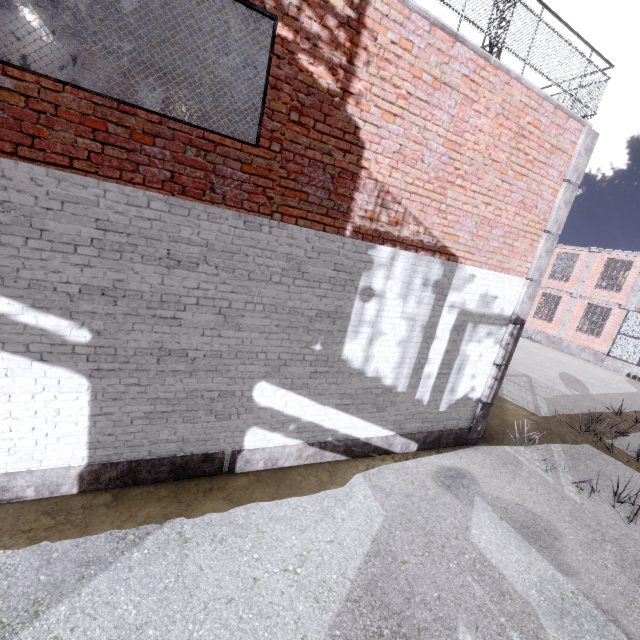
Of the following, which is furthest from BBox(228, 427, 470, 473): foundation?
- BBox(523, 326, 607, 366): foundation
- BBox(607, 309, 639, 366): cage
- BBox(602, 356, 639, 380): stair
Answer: BBox(523, 326, 607, 366): foundation

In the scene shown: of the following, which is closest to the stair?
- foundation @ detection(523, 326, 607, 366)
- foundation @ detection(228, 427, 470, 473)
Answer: foundation @ detection(523, 326, 607, 366)

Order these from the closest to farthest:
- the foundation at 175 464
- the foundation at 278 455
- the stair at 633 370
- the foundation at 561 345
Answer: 1. the foundation at 175 464
2. the foundation at 278 455
3. the stair at 633 370
4. the foundation at 561 345

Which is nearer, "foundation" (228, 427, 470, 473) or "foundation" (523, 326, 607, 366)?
"foundation" (228, 427, 470, 473)

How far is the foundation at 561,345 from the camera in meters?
20.5 m

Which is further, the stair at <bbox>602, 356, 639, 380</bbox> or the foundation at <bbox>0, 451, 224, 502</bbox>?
the stair at <bbox>602, 356, 639, 380</bbox>

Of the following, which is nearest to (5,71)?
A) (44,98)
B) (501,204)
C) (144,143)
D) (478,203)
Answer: (44,98)

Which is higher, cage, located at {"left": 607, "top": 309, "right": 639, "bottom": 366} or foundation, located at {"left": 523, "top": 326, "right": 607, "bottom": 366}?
cage, located at {"left": 607, "top": 309, "right": 639, "bottom": 366}
